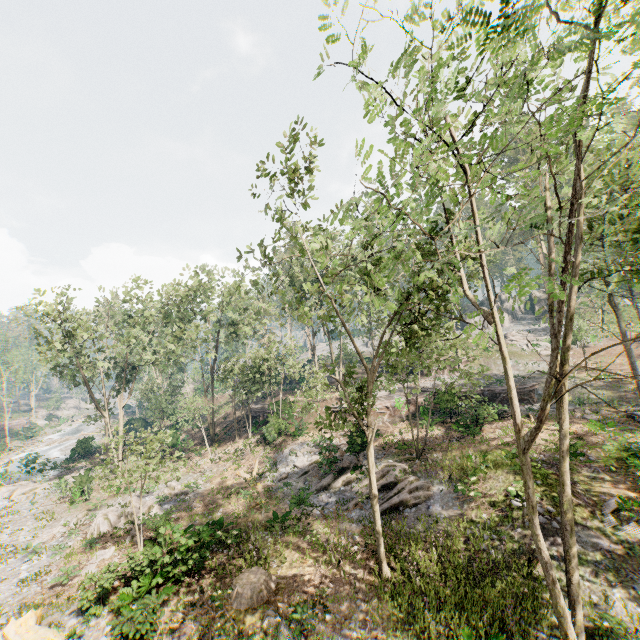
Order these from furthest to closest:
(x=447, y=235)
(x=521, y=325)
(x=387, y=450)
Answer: (x=521, y=325), (x=387, y=450), (x=447, y=235)

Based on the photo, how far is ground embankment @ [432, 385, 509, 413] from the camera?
23.8 meters

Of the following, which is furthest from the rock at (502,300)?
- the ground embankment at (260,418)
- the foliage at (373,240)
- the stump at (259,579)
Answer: the stump at (259,579)

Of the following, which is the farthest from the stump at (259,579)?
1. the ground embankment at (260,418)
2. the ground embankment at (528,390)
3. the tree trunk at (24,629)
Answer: the ground embankment at (260,418)

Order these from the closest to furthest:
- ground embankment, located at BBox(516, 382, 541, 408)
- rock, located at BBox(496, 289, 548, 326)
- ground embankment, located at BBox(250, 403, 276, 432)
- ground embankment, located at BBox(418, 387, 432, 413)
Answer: ground embankment, located at BBox(418, 387, 432, 413)
ground embankment, located at BBox(516, 382, 541, 408)
ground embankment, located at BBox(250, 403, 276, 432)
rock, located at BBox(496, 289, 548, 326)

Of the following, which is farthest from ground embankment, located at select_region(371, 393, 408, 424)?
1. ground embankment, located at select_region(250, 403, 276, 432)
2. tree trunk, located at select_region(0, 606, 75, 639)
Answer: tree trunk, located at select_region(0, 606, 75, 639)

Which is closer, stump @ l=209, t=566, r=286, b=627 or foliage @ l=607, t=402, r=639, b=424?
foliage @ l=607, t=402, r=639, b=424

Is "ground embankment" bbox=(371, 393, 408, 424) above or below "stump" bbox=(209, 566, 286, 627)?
above
